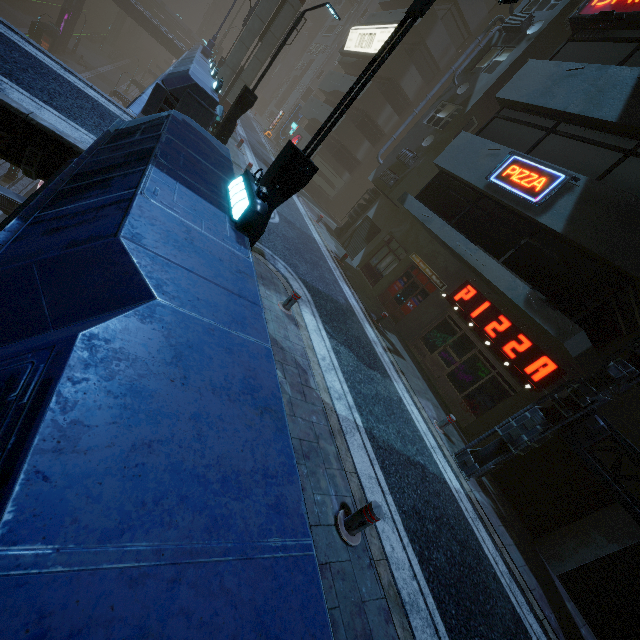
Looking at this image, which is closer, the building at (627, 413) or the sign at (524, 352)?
the building at (627, 413)

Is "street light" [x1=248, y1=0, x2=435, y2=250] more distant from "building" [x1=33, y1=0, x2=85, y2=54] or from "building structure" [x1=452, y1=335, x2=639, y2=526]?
"building structure" [x1=452, y1=335, x2=639, y2=526]

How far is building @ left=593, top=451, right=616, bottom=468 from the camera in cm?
829

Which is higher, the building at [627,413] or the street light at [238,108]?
the building at [627,413]

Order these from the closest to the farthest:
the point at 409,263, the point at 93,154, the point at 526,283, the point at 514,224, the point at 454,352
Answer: the point at 93,154
the point at 526,283
the point at 514,224
the point at 454,352
the point at 409,263

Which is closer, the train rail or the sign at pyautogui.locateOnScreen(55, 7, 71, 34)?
the sign at pyautogui.locateOnScreen(55, 7, 71, 34)

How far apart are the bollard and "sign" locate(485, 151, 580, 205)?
9.2 meters

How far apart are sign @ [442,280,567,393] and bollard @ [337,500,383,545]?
7.6m
